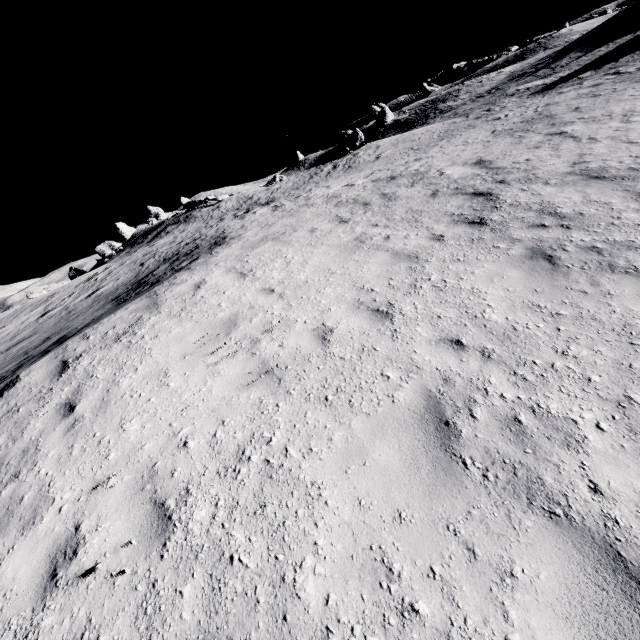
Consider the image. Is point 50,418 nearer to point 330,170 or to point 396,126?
point 330,170

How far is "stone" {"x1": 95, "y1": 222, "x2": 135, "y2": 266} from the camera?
41.4 meters

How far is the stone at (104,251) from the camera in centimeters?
4141cm
